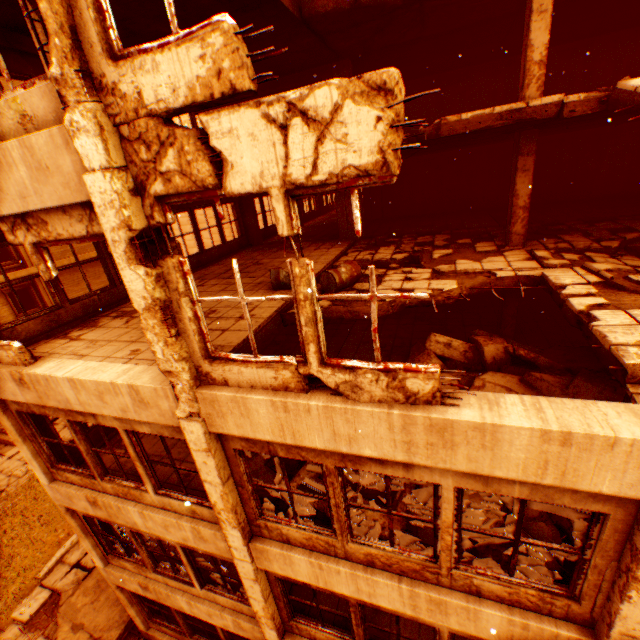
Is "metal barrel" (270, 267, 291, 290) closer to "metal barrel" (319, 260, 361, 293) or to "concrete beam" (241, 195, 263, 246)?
"metal barrel" (319, 260, 361, 293)

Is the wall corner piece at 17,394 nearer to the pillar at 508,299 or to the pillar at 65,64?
the pillar at 65,64

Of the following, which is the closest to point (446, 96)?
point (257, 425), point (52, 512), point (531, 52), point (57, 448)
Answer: point (531, 52)

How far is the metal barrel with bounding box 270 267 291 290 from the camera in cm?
741

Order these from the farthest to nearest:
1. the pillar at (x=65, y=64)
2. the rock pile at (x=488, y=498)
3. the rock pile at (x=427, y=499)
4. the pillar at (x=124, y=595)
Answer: the pillar at (x=124, y=595), the rock pile at (x=427, y=499), the rock pile at (x=488, y=498), the pillar at (x=65, y=64)

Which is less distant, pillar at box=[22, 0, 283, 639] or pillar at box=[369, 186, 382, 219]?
pillar at box=[22, 0, 283, 639]

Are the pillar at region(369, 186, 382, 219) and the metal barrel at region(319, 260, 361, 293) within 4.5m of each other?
no

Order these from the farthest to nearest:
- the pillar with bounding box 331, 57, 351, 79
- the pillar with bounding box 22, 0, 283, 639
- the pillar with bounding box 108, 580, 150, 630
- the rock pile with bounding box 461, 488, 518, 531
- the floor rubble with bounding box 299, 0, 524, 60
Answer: the pillar with bounding box 331, 57, 351, 79 → the pillar with bounding box 108, 580, 150, 630 → the floor rubble with bounding box 299, 0, 524, 60 → the rock pile with bounding box 461, 488, 518, 531 → the pillar with bounding box 22, 0, 283, 639
